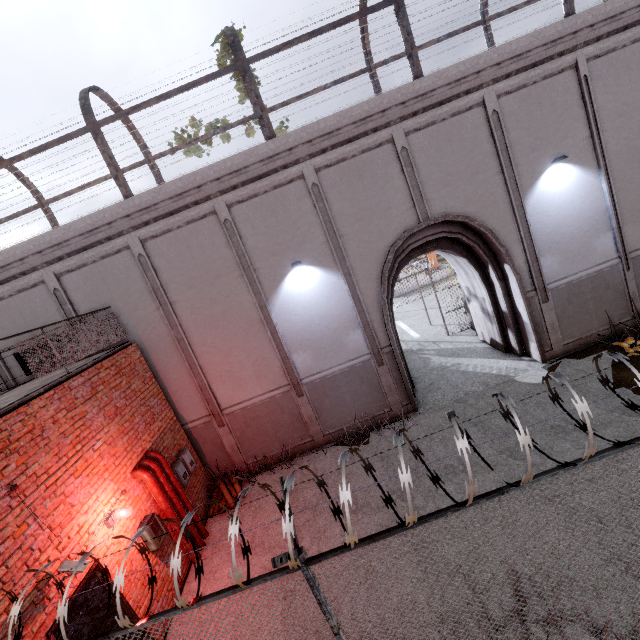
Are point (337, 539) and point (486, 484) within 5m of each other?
yes

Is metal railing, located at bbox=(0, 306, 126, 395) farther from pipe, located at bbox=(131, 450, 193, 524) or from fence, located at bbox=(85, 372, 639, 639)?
pipe, located at bbox=(131, 450, 193, 524)

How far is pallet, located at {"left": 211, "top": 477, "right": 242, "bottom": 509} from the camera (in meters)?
8.41

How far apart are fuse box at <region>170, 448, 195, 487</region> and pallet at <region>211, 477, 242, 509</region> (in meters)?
1.08

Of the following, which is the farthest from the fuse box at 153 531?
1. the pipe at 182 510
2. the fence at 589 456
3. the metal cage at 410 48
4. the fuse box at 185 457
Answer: the metal cage at 410 48

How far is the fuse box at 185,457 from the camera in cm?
794

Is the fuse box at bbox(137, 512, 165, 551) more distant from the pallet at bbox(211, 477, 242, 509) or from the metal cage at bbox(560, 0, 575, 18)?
the metal cage at bbox(560, 0, 575, 18)

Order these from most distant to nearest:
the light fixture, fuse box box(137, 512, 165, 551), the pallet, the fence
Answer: the pallet < fuse box box(137, 512, 165, 551) < the light fixture < the fence
